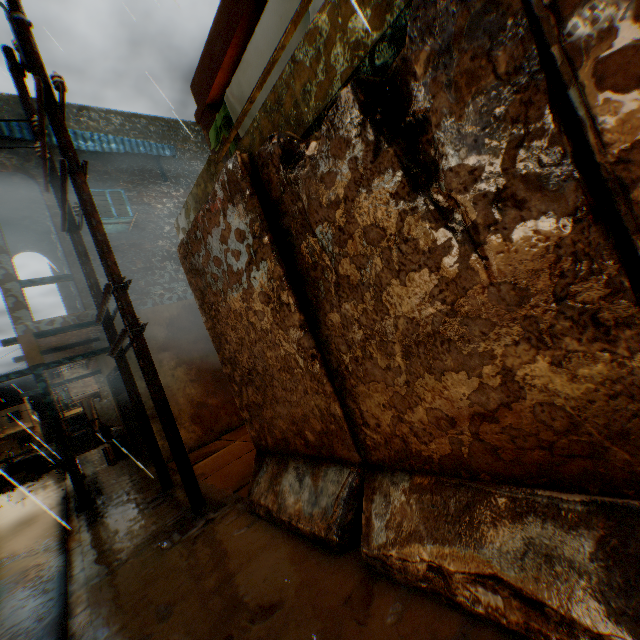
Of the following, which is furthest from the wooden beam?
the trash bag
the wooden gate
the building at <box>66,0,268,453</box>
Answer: the trash bag

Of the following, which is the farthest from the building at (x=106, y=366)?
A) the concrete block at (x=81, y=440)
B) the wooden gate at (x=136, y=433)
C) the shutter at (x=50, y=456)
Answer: the shutter at (x=50, y=456)

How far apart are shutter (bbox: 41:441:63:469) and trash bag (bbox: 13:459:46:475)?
0.0m

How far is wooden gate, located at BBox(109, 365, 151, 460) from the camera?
9.2m

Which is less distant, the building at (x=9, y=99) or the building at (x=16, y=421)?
the building at (x=9, y=99)

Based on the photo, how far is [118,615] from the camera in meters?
2.8

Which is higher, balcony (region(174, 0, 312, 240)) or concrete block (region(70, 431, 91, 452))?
balcony (region(174, 0, 312, 240))

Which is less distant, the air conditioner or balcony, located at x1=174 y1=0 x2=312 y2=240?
balcony, located at x1=174 y1=0 x2=312 y2=240
